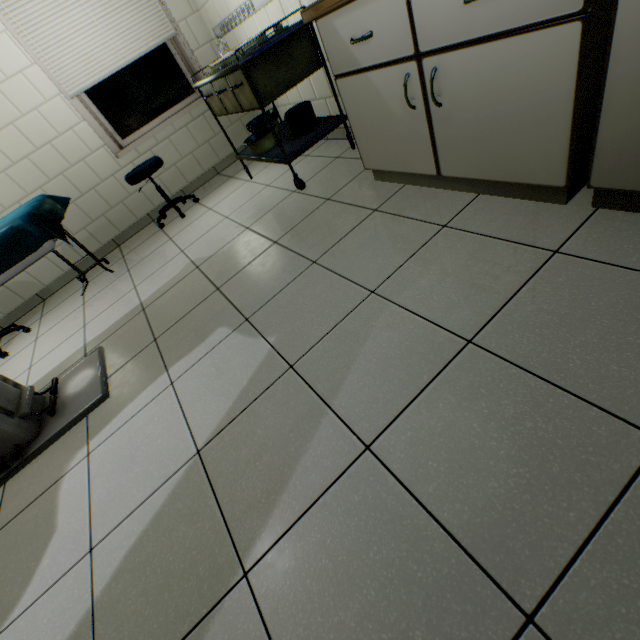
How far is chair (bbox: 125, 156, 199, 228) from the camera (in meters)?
3.16

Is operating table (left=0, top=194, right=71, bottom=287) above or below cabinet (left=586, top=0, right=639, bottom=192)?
above

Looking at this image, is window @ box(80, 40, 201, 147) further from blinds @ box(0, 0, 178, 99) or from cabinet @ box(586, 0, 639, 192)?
cabinet @ box(586, 0, 639, 192)

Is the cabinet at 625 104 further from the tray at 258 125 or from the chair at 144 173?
the chair at 144 173

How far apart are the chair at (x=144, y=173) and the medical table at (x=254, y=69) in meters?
0.7

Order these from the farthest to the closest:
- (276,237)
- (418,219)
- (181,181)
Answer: (181,181) < (276,237) < (418,219)

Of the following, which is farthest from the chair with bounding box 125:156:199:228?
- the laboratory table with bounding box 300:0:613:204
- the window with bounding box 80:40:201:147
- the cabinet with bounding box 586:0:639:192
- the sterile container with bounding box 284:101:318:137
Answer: the cabinet with bounding box 586:0:639:192

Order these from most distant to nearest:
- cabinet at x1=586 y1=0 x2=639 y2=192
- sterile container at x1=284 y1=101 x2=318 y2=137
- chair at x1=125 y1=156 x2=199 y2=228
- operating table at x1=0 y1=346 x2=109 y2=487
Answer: chair at x1=125 y1=156 x2=199 y2=228 < sterile container at x1=284 y1=101 x2=318 y2=137 < operating table at x1=0 y1=346 x2=109 y2=487 < cabinet at x1=586 y1=0 x2=639 y2=192
